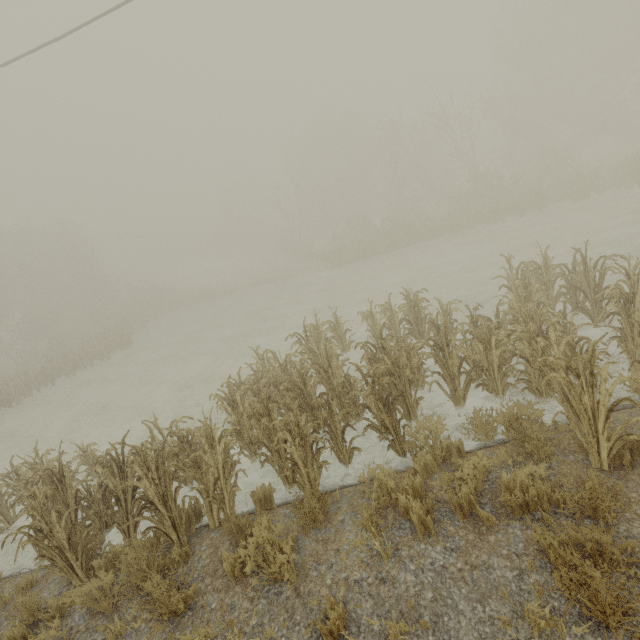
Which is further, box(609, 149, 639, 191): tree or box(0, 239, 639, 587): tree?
box(609, 149, 639, 191): tree

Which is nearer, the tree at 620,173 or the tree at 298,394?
the tree at 298,394

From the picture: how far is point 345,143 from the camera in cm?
4334
